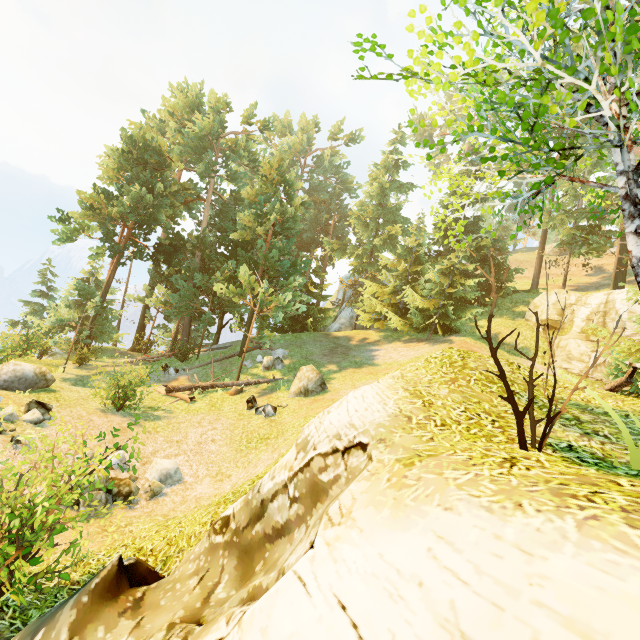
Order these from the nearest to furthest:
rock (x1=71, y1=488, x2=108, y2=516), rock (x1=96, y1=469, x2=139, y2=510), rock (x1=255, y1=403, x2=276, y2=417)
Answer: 1. rock (x1=71, y1=488, x2=108, y2=516)
2. rock (x1=96, y1=469, x2=139, y2=510)
3. rock (x1=255, y1=403, x2=276, y2=417)

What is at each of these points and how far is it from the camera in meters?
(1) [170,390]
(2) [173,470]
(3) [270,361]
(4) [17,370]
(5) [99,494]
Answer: (1) log, 16.4 m
(2) rock, 10.0 m
(3) rock, 19.6 m
(4) rock, 12.5 m
(5) rock, 7.9 m

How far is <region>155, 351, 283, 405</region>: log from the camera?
16.08m

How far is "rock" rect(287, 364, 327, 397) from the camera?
15.03m

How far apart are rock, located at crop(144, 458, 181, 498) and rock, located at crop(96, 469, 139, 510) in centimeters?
24cm

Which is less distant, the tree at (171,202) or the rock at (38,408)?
the tree at (171,202)

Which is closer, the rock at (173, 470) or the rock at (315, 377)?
the rock at (173, 470)

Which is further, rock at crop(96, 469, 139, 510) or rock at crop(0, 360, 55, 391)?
rock at crop(0, 360, 55, 391)
